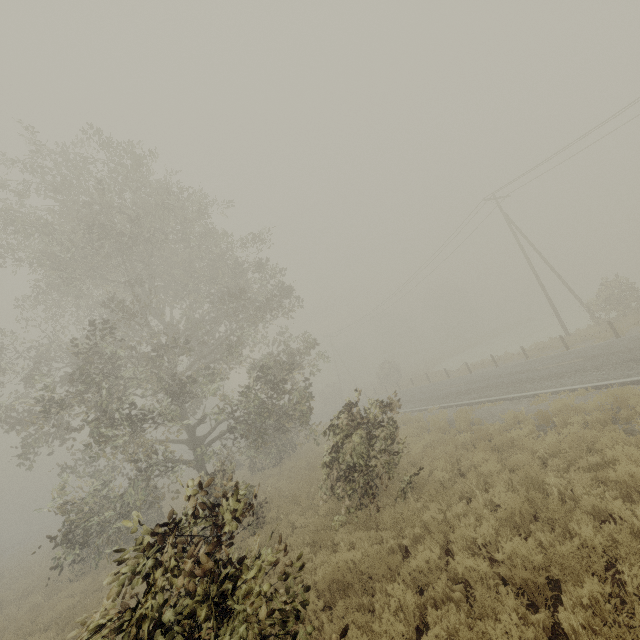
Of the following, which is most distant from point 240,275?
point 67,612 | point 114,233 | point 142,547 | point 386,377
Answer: point 386,377
